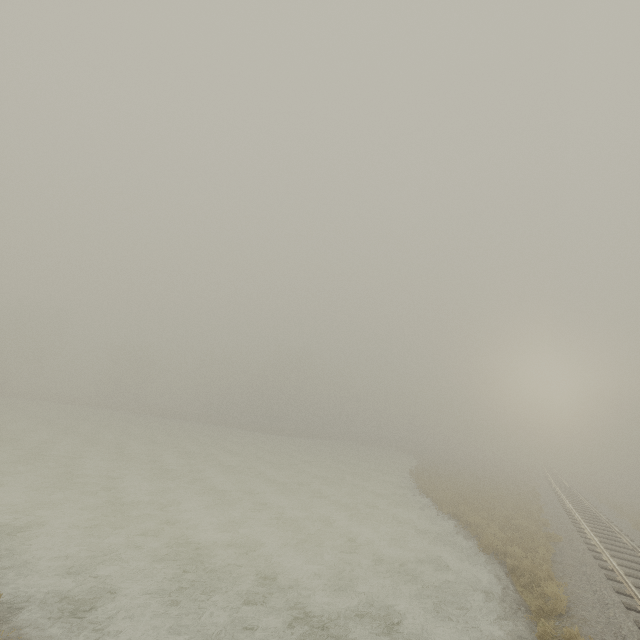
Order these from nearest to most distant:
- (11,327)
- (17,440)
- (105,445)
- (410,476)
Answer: (17,440), (105,445), (410,476), (11,327)
